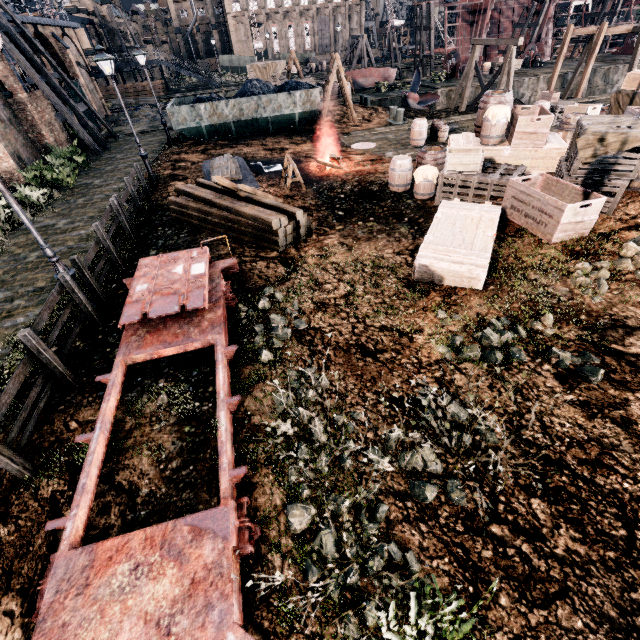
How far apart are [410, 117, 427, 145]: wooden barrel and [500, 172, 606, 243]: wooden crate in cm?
1134

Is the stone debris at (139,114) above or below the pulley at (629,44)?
below

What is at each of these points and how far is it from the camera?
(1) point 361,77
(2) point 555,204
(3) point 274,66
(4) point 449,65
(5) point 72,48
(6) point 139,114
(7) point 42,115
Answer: (1) boat, 36.7m
(2) wooden crate, 8.1m
(3) wooden chest, 32.8m
(4) pulley, 38.0m
(5) building, 31.4m
(6) stone debris, 34.4m
(7) building, 24.5m

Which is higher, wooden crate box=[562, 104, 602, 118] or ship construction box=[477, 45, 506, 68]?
wooden crate box=[562, 104, 602, 118]

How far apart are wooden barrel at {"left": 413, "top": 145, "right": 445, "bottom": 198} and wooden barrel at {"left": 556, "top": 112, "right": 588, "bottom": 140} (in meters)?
5.75

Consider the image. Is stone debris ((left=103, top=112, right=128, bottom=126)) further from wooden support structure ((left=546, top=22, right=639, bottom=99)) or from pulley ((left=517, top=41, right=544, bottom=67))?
pulley ((left=517, top=41, right=544, bottom=67))

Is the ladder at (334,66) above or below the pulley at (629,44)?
above

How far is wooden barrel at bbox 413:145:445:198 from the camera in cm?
1217
